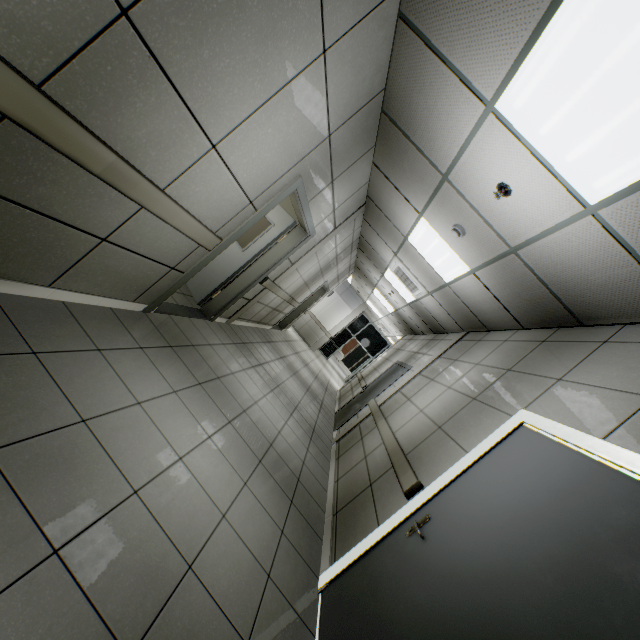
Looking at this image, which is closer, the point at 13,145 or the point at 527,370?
the point at 13,145

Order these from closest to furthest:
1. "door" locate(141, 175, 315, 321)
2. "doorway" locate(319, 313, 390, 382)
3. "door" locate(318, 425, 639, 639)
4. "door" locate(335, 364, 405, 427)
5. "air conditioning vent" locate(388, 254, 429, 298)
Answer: "door" locate(318, 425, 639, 639), "door" locate(141, 175, 315, 321), "air conditioning vent" locate(388, 254, 429, 298), "door" locate(335, 364, 405, 427), "doorway" locate(319, 313, 390, 382)

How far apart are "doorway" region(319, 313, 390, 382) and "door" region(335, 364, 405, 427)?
9.53m

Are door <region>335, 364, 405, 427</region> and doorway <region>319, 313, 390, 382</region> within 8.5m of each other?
no

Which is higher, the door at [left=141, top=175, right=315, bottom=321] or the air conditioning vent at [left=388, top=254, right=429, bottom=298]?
the air conditioning vent at [left=388, top=254, right=429, bottom=298]

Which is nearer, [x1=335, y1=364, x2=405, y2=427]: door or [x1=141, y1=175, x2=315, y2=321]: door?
[x1=141, y1=175, x2=315, y2=321]: door

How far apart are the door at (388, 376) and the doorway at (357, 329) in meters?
9.5

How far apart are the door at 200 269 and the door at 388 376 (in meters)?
3.60
